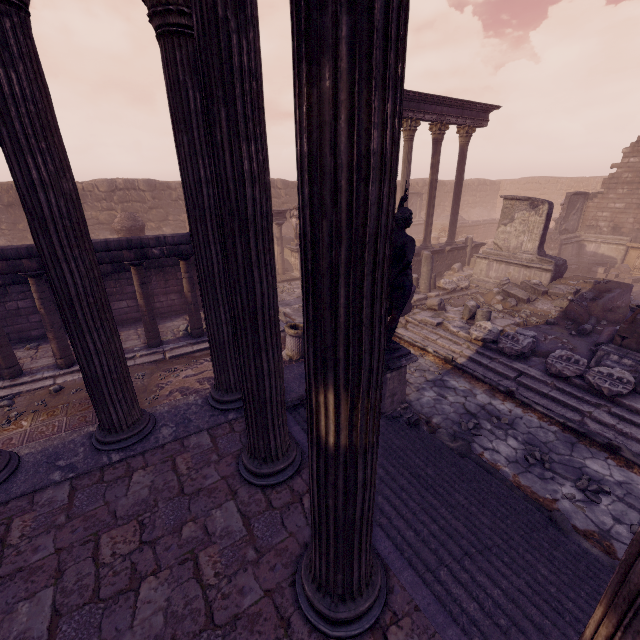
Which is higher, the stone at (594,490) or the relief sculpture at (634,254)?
the relief sculpture at (634,254)

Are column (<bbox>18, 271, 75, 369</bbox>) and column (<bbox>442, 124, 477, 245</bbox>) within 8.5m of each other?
no

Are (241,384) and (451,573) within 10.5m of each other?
yes

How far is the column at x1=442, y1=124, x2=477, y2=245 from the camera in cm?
1520

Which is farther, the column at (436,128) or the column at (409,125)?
the column at (436,128)

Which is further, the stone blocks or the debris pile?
the stone blocks

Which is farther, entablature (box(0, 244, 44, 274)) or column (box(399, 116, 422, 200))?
column (box(399, 116, 422, 200))

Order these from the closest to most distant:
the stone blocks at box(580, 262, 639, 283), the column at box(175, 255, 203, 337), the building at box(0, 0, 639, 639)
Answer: the building at box(0, 0, 639, 639), the column at box(175, 255, 203, 337), the stone blocks at box(580, 262, 639, 283)
